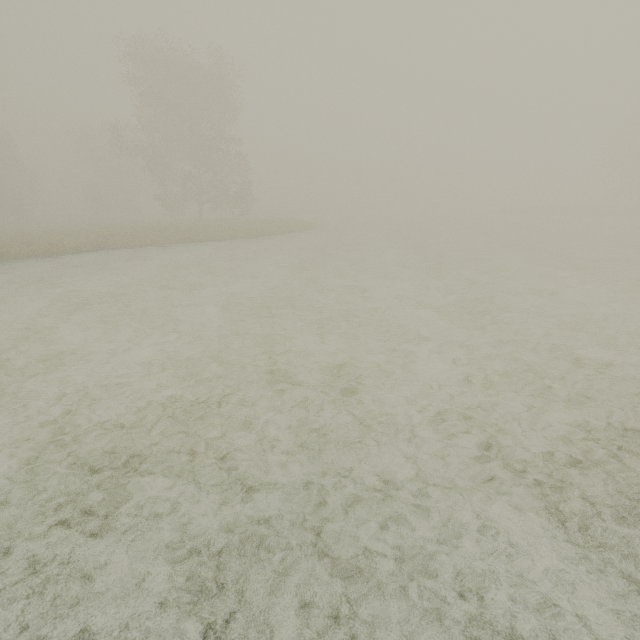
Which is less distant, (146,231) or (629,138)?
(146,231)
